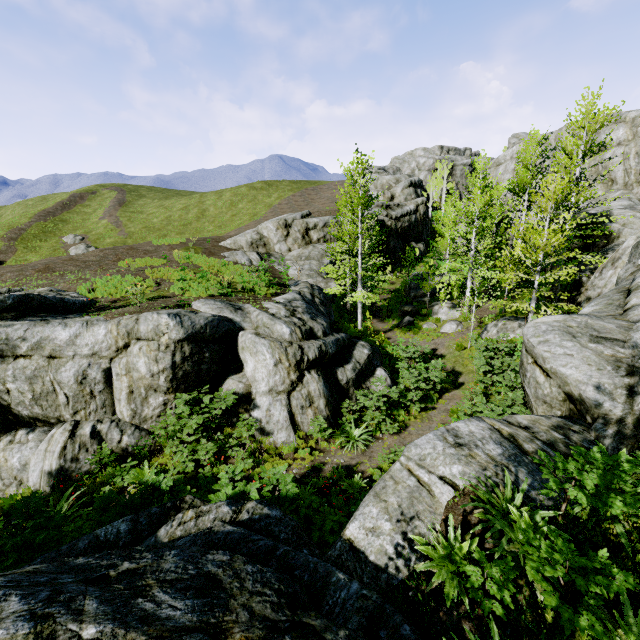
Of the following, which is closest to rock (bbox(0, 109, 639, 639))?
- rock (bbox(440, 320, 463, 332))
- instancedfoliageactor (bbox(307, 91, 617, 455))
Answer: instancedfoliageactor (bbox(307, 91, 617, 455))

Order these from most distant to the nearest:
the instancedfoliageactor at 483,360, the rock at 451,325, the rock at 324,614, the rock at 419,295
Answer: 1. the rock at 419,295
2. the rock at 451,325
3. the instancedfoliageactor at 483,360
4. the rock at 324,614

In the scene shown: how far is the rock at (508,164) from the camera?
36.5m

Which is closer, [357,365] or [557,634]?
[557,634]

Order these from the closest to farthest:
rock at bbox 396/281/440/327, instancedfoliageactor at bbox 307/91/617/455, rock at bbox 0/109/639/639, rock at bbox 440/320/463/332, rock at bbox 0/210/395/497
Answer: rock at bbox 0/109/639/639 → rock at bbox 0/210/395/497 → instancedfoliageactor at bbox 307/91/617/455 → rock at bbox 440/320/463/332 → rock at bbox 396/281/440/327

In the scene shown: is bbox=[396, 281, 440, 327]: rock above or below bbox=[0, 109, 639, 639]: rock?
below

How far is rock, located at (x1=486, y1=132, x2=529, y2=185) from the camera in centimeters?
3650cm

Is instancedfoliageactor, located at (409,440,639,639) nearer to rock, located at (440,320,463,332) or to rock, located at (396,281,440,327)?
rock, located at (396,281,440,327)
